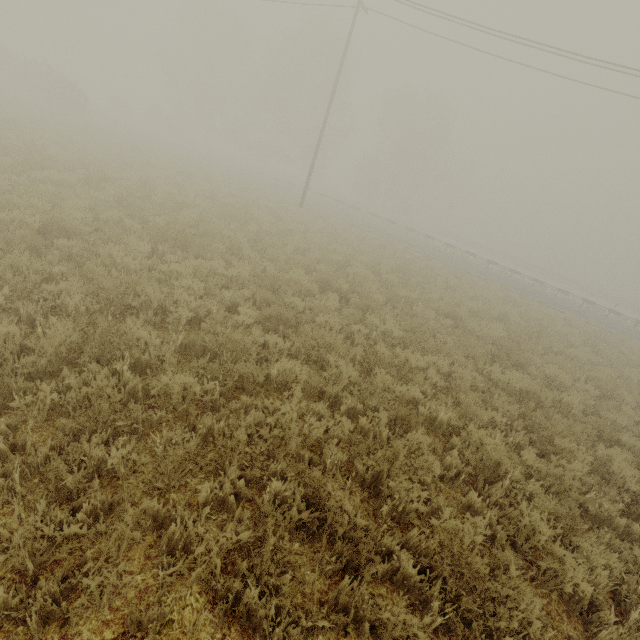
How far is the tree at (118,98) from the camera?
46.83m

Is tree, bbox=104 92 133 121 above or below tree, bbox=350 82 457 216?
below

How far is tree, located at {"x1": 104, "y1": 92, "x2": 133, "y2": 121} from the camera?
46.8m

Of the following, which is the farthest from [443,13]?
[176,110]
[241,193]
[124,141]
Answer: [176,110]

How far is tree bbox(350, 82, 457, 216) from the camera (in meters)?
42.31

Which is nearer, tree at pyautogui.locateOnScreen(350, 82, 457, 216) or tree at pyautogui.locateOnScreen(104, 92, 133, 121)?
tree at pyautogui.locateOnScreen(350, 82, 457, 216)

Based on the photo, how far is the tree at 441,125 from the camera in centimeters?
4231cm
